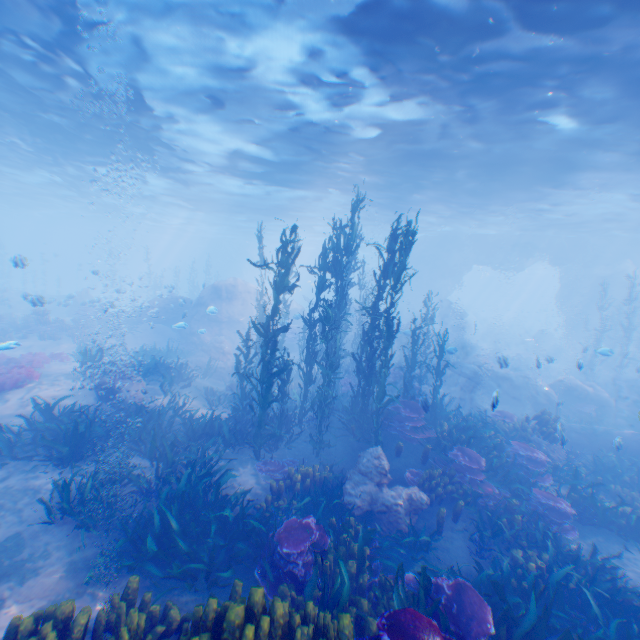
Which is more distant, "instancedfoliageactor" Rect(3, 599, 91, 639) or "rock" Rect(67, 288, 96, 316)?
"rock" Rect(67, 288, 96, 316)

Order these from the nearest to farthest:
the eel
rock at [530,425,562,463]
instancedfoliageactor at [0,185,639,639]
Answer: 1. instancedfoliageactor at [0,185,639,639]
2. rock at [530,425,562,463]
3. the eel

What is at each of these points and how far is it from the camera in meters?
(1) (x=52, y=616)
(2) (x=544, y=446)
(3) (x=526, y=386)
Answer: (1) instancedfoliageactor, 4.3 m
(2) rock, 11.5 m
(3) rock, 17.5 m

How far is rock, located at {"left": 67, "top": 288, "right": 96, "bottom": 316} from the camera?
23.5m

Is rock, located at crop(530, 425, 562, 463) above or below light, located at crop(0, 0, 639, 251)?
below

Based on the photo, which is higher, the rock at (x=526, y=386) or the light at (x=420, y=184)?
the light at (x=420, y=184)

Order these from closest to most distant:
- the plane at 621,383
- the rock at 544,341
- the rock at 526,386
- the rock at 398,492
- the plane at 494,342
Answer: the rock at 398,492 → the plane at 621,383 → the rock at 526,386 → the rock at 544,341 → the plane at 494,342

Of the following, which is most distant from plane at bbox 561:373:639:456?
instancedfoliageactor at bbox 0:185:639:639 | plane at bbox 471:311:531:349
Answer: plane at bbox 471:311:531:349
